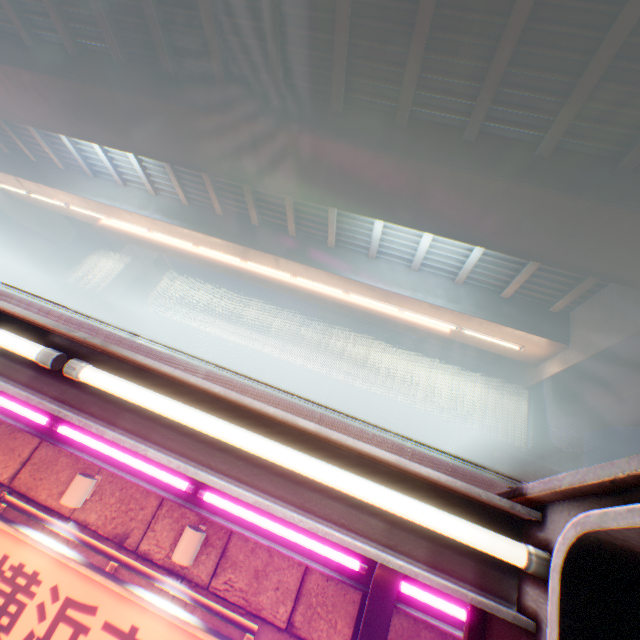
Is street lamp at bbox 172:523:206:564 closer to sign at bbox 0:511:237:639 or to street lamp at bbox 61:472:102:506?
sign at bbox 0:511:237:639

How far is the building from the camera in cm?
2656

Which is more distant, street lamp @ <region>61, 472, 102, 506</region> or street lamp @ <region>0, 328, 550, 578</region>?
street lamp @ <region>61, 472, 102, 506</region>

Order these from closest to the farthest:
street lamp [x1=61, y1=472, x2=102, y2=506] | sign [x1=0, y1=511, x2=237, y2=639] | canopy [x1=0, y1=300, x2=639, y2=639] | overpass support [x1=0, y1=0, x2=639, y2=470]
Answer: canopy [x1=0, y1=300, x2=639, y2=639] → sign [x1=0, y1=511, x2=237, y2=639] → street lamp [x1=61, y1=472, x2=102, y2=506] → overpass support [x1=0, y1=0, x2=639, y2=470]

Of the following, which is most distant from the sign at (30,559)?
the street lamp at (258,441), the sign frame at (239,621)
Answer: the street lamp at (258,441)

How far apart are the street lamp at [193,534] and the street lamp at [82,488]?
1.6 meters

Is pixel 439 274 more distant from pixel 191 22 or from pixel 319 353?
pixel 319 353

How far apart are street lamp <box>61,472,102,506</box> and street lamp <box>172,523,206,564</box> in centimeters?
163cm
